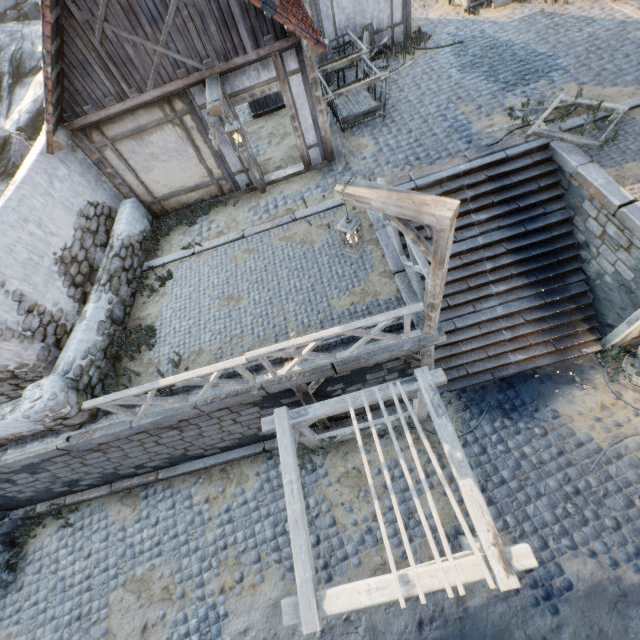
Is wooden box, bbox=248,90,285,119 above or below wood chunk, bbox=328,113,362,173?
above

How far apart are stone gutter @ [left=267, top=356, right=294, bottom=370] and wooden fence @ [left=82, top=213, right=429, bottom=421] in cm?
2

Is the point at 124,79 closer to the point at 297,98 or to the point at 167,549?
the point at 297,98

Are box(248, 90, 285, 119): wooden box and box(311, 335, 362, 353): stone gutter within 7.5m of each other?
no

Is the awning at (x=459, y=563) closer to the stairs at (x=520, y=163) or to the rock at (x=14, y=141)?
the stairs at (x=520, y=163)

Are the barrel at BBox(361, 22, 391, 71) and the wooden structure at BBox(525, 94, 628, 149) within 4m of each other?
no

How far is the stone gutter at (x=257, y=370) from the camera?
6.4 meters

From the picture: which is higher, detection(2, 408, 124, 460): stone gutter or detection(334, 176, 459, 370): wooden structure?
detection(334, 176, 459, 370): wooden structure
